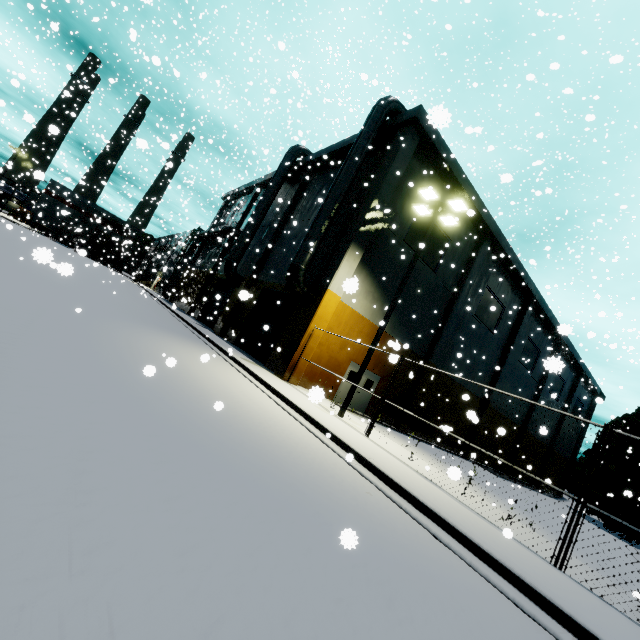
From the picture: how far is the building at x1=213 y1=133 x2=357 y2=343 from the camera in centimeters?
2161cm

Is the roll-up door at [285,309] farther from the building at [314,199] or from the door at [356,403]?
the door at [356,403]

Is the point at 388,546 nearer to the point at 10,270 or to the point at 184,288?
the point at 10,270

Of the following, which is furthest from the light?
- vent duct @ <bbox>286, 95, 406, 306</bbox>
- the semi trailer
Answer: the semi trailer

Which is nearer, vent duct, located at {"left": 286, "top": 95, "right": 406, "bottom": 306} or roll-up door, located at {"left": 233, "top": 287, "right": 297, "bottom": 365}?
vent duct, located at {"left": 286, "top": 95, "right": 406, "bottom": 306}

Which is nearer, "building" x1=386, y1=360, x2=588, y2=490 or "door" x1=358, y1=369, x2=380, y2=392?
"door" x1=358, y1=369, x2=380, y2=392

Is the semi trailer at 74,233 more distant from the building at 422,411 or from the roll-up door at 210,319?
the roll-up door at 210,319

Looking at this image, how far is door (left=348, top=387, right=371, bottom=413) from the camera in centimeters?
1906cm
